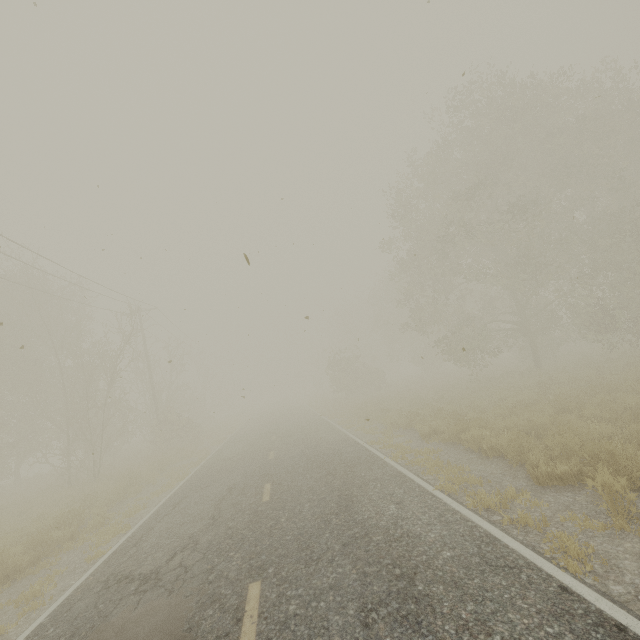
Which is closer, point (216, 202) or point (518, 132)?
point (216, 202)

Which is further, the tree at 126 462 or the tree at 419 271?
the tree at 126 462

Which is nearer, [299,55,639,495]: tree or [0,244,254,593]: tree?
[299,55,639,495]: tree
